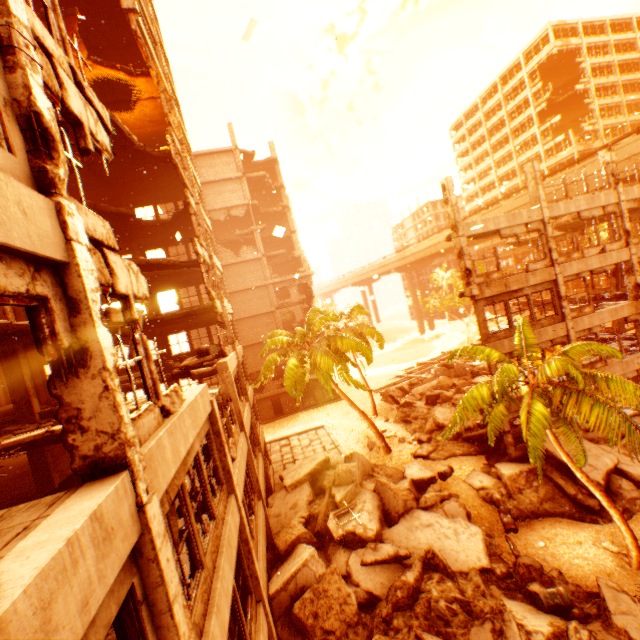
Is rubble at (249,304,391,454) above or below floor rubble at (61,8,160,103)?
below

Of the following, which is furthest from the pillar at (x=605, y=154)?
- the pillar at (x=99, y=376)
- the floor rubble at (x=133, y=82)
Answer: the floor rubble at (x=133, y=82)

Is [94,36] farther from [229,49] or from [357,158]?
[357,158]

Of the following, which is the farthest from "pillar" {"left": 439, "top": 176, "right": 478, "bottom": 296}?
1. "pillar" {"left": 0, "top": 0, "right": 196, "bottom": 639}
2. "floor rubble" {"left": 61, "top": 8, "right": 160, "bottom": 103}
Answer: "floor rubble" {"left": 61, "top": 8, "right": 160, "bottom": 103}

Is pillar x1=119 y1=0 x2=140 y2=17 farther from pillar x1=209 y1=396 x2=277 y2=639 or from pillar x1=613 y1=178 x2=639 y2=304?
pillar x1=209 y1=396 x2=277 y2=639

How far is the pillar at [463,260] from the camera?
15.7m

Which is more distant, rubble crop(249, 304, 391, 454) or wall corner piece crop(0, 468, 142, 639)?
rubble crop(249, 304, 391, 454)

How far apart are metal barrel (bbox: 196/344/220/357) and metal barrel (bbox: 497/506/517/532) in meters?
14.5
